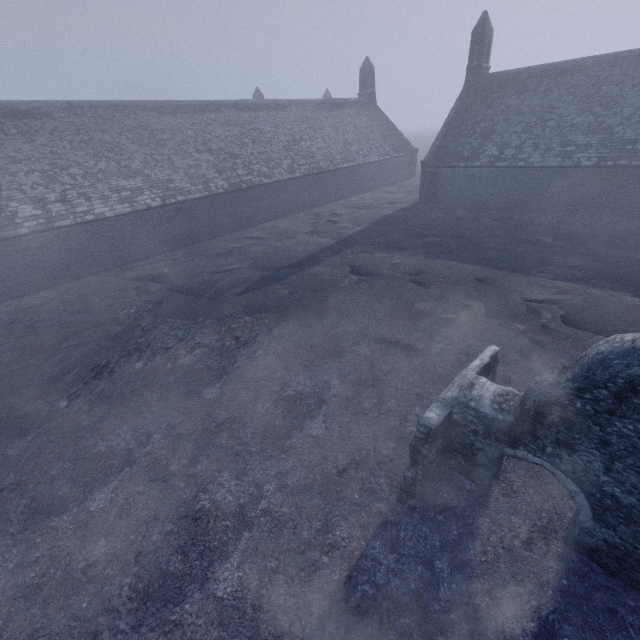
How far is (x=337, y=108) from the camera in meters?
36.0 m

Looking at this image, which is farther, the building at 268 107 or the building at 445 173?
the building at 445 173

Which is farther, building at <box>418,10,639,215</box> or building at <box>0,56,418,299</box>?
building at <box>418,10,639,215</box>
